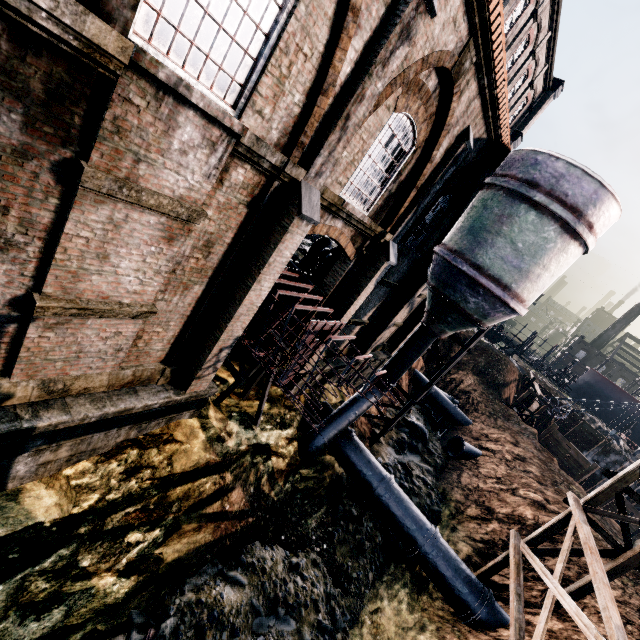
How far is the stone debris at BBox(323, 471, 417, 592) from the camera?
14.1m

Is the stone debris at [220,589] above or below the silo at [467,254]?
below

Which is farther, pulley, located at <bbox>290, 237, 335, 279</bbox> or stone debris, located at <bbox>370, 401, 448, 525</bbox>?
stone debris, located at <bbox>370, 401, 448, 525</bbox>

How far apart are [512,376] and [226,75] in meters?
45.4

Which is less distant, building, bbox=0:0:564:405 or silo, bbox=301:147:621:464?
building, bbox=0:0:564:405

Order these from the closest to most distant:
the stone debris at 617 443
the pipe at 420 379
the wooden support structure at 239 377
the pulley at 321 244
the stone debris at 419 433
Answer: the wooden support structure at 239 377
the pulley at 321 244
the stone debris at 419 433
the pipe at 420 379
the stone debris at 617 443

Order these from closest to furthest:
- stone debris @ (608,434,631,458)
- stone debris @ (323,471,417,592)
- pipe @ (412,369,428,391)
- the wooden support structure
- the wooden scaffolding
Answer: the wooden scaffolding
the wooden support structure
stone debris @ (323,471,417,592)
pipe @ (412,369,428,391)
stone debris @ (608,434,631,458)

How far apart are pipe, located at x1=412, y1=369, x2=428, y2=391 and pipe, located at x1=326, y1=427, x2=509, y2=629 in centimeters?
1657cm
